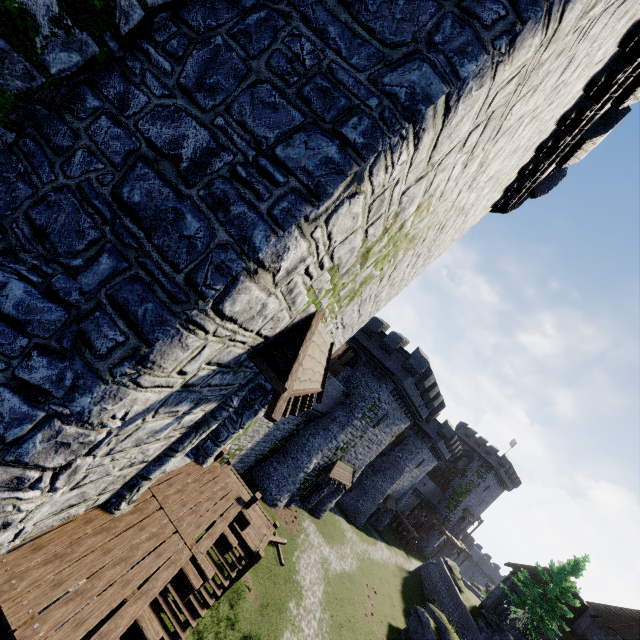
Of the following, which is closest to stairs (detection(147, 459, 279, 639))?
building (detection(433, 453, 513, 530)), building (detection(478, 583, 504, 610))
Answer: building (detection(478, 583, 504, 610))

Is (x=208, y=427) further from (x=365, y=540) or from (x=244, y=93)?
(x=365, y=540)

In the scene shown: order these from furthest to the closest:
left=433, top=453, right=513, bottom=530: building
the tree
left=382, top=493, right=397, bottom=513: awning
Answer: left=433, top=453, right=513, bottom=530: building
left=382, top=493, right=397, bottom=513: awning
the tree

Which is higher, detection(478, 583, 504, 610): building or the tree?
the tree

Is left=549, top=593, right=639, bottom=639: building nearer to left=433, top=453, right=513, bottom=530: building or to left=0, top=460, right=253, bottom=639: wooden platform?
left=433, top=453, right=513, bottom=530: building

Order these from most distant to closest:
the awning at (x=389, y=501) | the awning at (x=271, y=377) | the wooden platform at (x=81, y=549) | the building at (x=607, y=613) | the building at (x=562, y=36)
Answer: the awning at (x=389, y=501) < the building at (x=607, y=613) < the awning at (x=271, y=377) < the wooden platform at (x=81, y=549) < the building at (x=562, y=36)

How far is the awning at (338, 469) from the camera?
27.6m

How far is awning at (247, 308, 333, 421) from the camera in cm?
467
